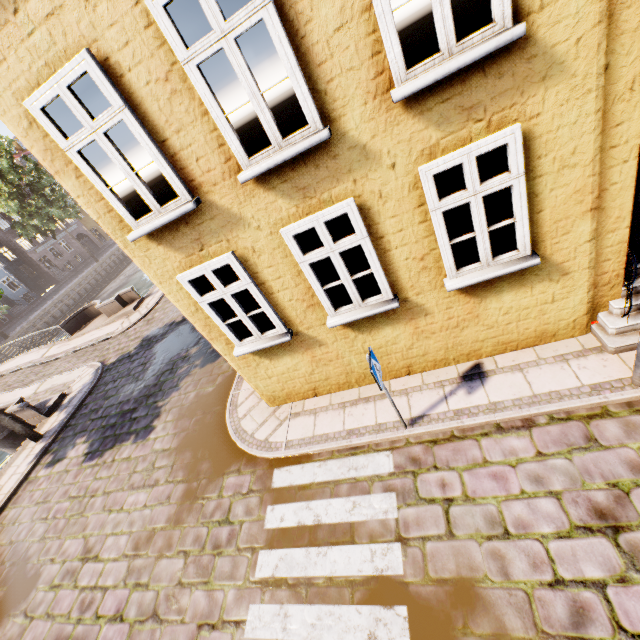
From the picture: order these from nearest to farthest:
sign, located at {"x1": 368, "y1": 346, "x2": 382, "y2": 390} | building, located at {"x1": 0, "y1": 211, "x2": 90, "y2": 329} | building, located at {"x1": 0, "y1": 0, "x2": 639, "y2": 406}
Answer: building, located at {"x1": 0, "y1": 0, "x2": 639, "y2": 406}, sign, located at {"x1": 368, "y1": 346, "x2": 382, "y2": 390}, building, located at {"x1": 0, "y1": 211, "x2": 90, "y2": 329}

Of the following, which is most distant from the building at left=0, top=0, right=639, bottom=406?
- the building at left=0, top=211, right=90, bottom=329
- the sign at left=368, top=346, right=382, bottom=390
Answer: the building at left=0, top=211, right=90, bottom=329

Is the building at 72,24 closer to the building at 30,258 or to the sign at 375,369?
the sign at 375,369

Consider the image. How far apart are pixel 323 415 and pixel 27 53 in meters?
6.8 m

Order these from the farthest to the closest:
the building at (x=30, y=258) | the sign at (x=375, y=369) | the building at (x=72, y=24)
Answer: the building at (x=30, y=258)
the sign at (x=375, y=369)
the building at (x=72, y=24)

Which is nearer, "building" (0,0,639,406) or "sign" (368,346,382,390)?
"building" (0,0,639,406)

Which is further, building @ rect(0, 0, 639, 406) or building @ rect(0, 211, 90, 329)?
building @ rect(0, 211, 90, 329)
